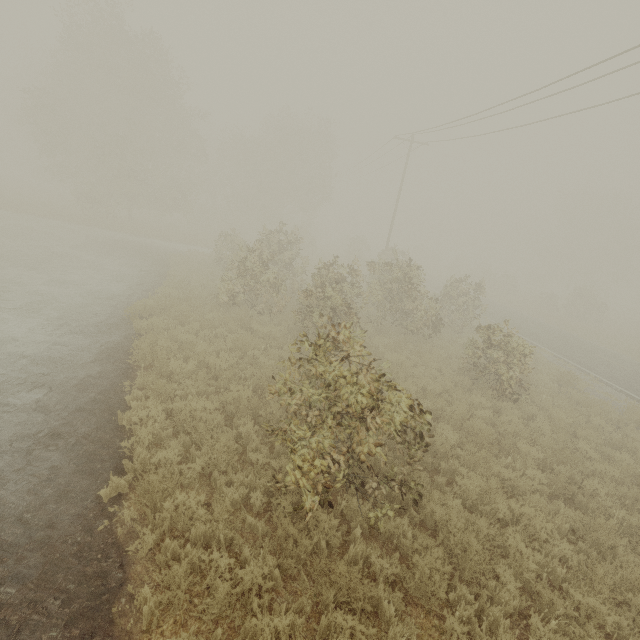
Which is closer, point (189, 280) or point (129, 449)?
point (129, 449)
